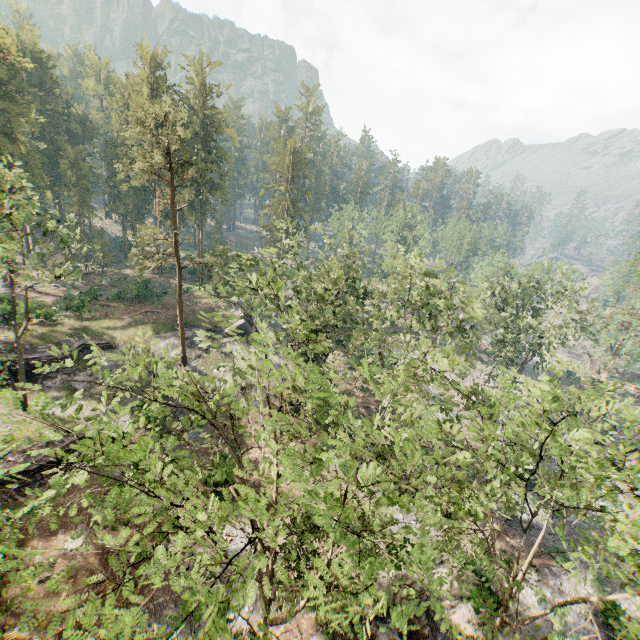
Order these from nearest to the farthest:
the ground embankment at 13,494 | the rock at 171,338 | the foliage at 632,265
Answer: the ground embankment at 13,494 < the rock at 171,338 < the foliage at 632,265

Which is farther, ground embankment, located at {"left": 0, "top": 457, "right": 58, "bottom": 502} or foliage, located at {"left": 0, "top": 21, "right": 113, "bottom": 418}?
ground embankment, located at {"left": 0, "top": 457, "right": 58, "bottom": 502}

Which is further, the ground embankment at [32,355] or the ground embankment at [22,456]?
the ground embankment at [32,355]

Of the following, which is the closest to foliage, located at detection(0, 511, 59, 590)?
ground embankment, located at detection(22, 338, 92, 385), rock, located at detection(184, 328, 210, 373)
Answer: rock, located at detection(184, 328, 210, 373)

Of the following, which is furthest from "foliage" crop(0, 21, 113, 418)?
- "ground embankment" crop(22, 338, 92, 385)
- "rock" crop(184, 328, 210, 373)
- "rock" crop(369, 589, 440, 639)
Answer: "ground embankment" crop(22, 338, 92, 385)

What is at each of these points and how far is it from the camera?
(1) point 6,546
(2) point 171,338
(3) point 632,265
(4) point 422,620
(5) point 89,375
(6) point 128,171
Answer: (1) foliage, 12.5 meters
(2) rock, 37.4 meters
(3) foliage, 48.4 meters
(4) rock, 18.6 meters
(5) rock, 31.4 meters
(6) foliage, 27.1 meters

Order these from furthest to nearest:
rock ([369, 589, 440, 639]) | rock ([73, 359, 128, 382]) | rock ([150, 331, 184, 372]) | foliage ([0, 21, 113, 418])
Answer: rock ([150, 331, 184, 372]), rock ([73, 359, 128, 382]), foliage ([0, 21, 113, 418]), rock ([369, 589, 440, 639])
